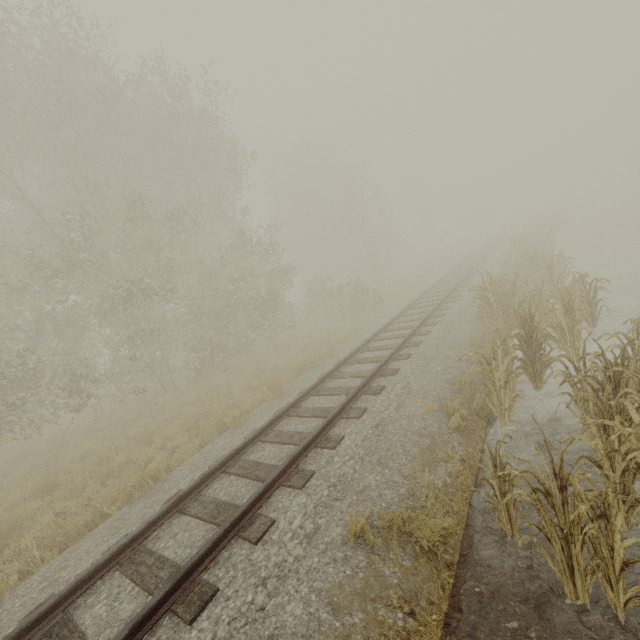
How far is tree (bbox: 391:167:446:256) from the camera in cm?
4784

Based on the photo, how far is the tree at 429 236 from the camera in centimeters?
4784cm

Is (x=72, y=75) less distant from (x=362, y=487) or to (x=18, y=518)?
(x=18, y=518)

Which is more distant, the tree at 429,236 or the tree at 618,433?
the tree at 429,236

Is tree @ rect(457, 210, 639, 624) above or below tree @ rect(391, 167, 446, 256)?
below

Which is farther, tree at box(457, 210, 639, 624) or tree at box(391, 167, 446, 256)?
tree at box(391, 167, 446, 256)
